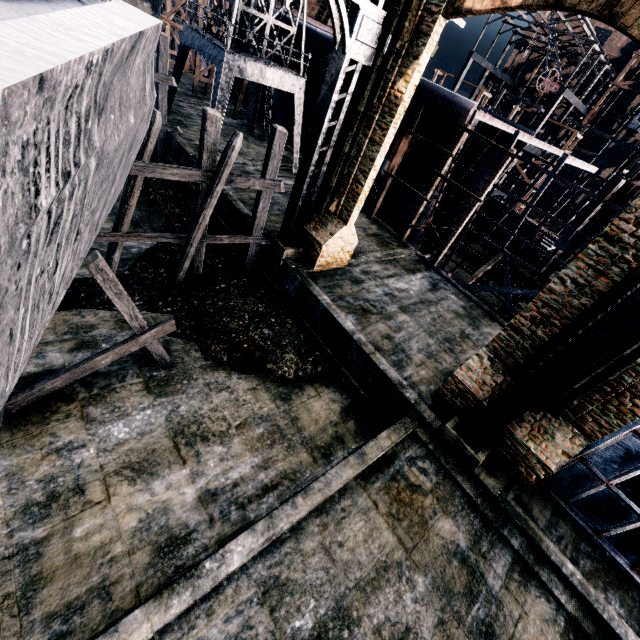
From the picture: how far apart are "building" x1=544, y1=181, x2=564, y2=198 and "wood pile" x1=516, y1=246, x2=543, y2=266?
32.3m

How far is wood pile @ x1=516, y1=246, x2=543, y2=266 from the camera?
27.94m

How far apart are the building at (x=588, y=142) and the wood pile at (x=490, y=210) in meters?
31.7

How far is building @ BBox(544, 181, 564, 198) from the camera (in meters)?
51.19

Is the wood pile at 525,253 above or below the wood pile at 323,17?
below

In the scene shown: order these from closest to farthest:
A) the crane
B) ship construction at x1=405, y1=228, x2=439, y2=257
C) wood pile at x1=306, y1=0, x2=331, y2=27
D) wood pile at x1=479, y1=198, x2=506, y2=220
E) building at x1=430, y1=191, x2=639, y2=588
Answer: building at x1=430, y1=191, x2=639, y2=588 → the crane → ship construction at x1=405, y1=228, x2=439, y2=257 → wood pile at x1=479, y1=198, x2=506, y2=220 → wood pile at x1=306, y1=0, x2=331, y2=27

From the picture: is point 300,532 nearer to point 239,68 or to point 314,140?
point 314,140

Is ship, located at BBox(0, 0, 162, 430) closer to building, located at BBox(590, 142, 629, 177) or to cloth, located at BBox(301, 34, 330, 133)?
cloth, located at BBox(301, 34, 330, 133)
